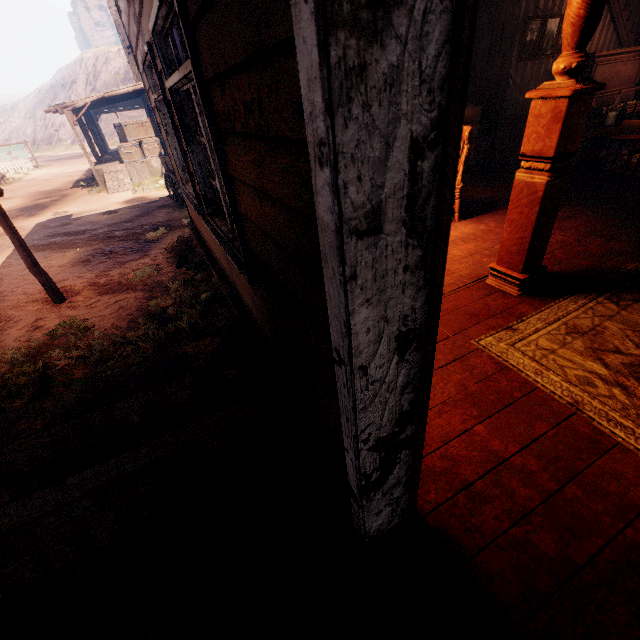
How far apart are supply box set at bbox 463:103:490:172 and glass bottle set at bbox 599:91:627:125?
1.9m

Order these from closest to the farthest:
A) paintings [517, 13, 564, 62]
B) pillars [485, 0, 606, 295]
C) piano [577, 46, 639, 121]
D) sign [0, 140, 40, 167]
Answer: pillars [485, 0, 606, 295] → paintings [517, 13, 564, 62] → piano [577, 46, 639, 121] → sign [0, 140, 40, 167]

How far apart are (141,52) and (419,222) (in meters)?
4.91

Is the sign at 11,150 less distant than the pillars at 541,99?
No

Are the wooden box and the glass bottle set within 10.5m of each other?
no

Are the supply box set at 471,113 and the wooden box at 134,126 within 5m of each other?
no

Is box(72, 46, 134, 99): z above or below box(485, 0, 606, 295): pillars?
above

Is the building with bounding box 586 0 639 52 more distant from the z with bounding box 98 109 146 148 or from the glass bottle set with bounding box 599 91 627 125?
the glass bottle set with bounding box 599 91 627 125
